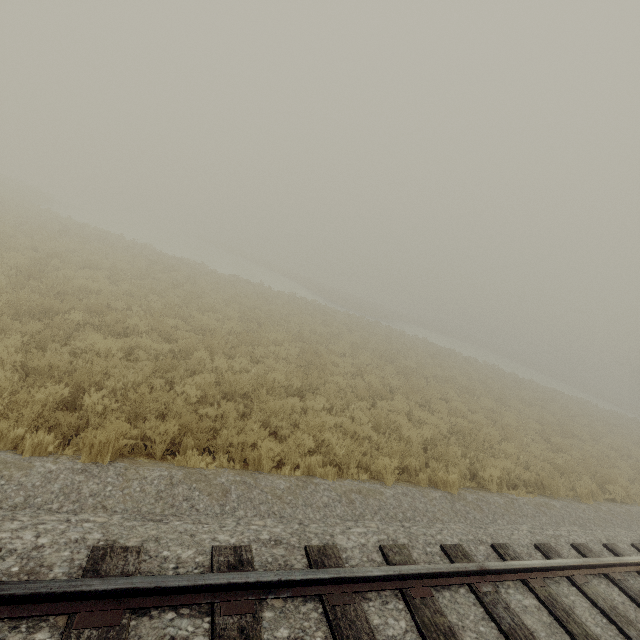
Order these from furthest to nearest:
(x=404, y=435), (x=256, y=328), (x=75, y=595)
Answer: (x=256, y=328) → (x=404, y=435) → (x=75, y=595)
